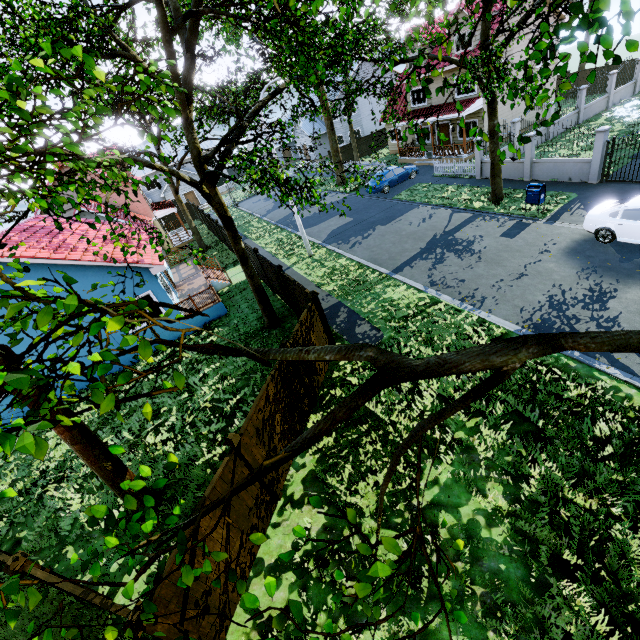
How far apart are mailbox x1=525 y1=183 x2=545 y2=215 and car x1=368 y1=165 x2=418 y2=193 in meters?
11.6

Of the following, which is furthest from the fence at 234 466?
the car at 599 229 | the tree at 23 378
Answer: the car at 599 229

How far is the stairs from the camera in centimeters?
1911cm

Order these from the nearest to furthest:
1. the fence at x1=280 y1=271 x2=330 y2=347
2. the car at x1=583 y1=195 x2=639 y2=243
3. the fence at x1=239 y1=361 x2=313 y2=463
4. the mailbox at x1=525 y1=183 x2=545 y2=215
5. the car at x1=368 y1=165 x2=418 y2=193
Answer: the fence at x1=239 y1=361 x2=313 y2=463 < the fence at x1=280 y1=271 x2=330 y2=347 < the car at x1=583 y1=195 x2=639 y2=243 < the mailbox at x1=525 y1=183 x2=545 y2=215 < the car at x1=368 y1=165 x2=418 y2=193

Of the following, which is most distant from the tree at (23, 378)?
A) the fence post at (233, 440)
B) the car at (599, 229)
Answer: the fence post at (233, 440)

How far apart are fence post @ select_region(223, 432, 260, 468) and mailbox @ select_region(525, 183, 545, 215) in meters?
16.3

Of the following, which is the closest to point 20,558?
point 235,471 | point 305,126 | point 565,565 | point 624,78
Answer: point 235,471

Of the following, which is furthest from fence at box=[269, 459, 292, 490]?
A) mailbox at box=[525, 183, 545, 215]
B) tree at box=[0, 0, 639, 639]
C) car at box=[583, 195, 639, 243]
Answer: car at box=[583, 195, 639, 243]
